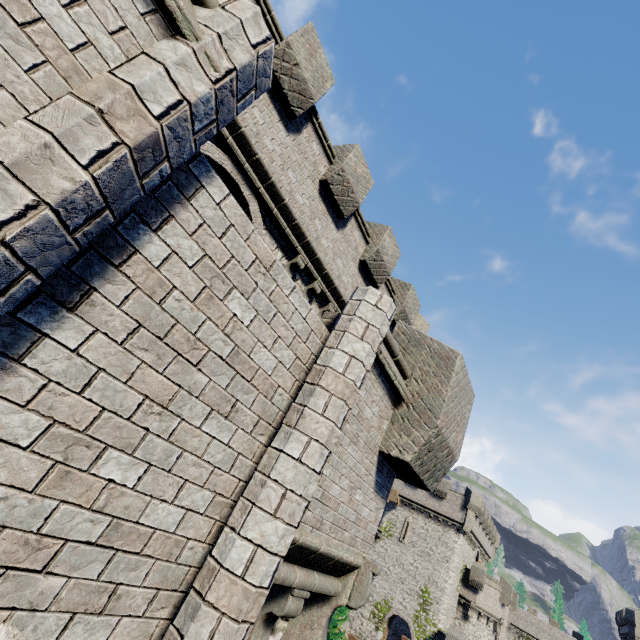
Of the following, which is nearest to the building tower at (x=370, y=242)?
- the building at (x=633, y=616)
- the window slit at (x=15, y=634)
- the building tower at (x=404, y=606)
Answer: the window slit at (x=15, y=634)

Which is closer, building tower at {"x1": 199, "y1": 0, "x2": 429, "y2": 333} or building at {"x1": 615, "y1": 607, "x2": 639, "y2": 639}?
building tower at {"x1": 199, "y1": 0, "x2": 429, "y2": 333}

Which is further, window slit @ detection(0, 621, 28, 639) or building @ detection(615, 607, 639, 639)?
building @ detection(615, 607, 639, 639)

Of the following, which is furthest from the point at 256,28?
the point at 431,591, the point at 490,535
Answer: the point at 490,535

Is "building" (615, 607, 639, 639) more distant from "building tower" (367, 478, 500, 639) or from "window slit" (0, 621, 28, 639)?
"window slit" (0, 621, 28, 639)

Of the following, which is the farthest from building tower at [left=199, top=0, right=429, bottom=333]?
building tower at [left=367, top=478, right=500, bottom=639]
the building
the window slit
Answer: the building

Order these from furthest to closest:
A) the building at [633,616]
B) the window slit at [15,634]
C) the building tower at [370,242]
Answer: the building at [633,616]
the building tower at [370,242]
the window slit at [15,634]
